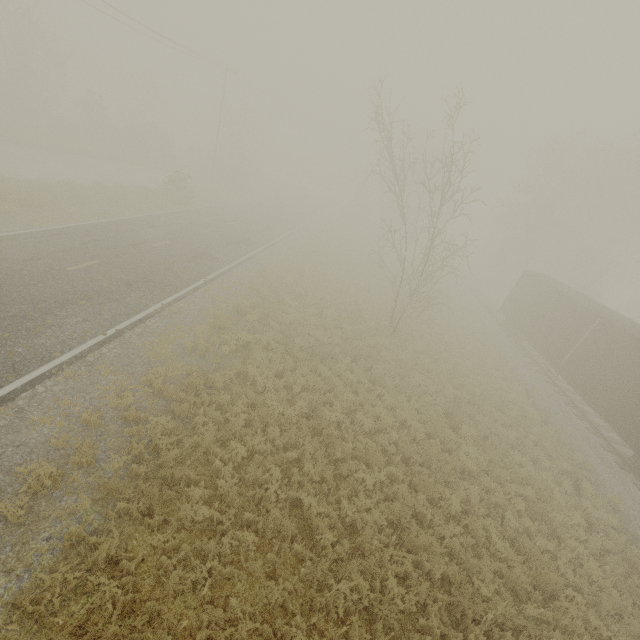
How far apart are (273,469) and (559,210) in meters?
44.4 m
